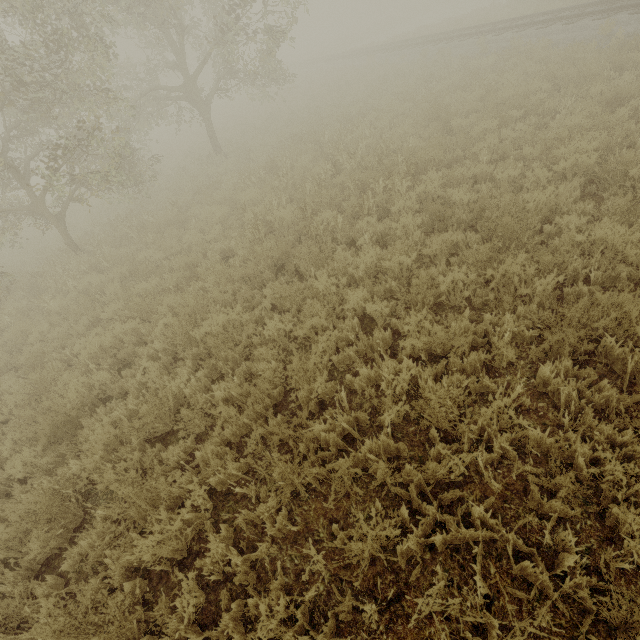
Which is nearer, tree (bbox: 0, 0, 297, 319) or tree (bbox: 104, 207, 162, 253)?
tree (bbox: 0, 0, 297, 319)

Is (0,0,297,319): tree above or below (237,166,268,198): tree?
above

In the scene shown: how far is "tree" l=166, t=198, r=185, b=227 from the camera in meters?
10.9 m

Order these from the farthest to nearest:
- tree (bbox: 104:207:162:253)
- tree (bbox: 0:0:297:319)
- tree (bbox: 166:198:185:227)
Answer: tree (bbox: 166:198:185:227)
tree (bbox: 104:207:162:253)
tree (bbox: 0:0:297:319)

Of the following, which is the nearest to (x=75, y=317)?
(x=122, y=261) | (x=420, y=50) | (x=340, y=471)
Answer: (x=122, y=261)

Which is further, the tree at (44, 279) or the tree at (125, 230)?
the tree at (125, 230)

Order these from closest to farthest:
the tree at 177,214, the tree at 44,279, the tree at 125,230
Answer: the tree at 44,279 < the tree at 125,230 < the tree at 177,214
